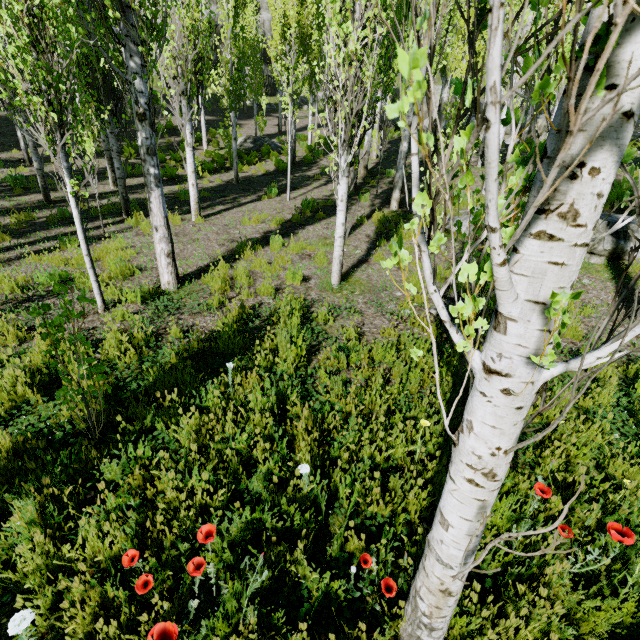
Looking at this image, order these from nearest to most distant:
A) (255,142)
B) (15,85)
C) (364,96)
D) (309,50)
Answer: (15,85) → (364,96) → (309,50) → (255,142)

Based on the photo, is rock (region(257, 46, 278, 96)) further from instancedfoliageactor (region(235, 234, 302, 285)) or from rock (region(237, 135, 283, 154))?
rock (region(237, 135, 283, 154))

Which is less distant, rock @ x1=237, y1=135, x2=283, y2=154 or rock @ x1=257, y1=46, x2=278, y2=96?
rock @ x1=237, y1=135, x2=283, y2=154

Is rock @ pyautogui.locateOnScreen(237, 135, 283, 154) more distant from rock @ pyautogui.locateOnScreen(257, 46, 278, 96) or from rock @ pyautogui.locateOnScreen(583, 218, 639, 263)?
rock @ pyautogui.locateOnScreen(257, 46, 278, 96)

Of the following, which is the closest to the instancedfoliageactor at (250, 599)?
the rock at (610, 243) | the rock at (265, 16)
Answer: the rock at (265, 16)

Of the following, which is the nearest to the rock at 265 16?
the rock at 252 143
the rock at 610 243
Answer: the rock at 252 143

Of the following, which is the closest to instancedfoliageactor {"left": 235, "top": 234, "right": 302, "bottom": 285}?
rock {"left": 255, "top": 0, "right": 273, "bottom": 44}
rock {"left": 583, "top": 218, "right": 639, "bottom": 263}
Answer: rock {"left": 255, "top": 0, "right": 273, "bottom": 44}
